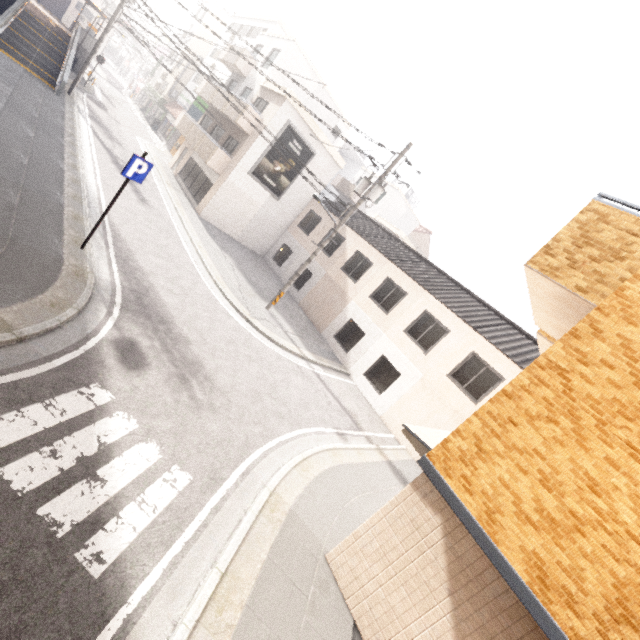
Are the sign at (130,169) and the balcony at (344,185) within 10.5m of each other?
no

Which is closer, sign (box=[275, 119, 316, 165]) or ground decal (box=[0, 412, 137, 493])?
ground decal (box=[0, 412, 137, 493])

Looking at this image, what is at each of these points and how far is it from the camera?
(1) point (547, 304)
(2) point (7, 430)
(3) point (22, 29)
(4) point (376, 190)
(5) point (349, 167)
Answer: (1) balcony, 5.4 meters
(2) ground decal, 4.1 meters
(3) ramp, 20.8 meters
(4) utility pole, 13.5 meters
(5) building, 51.1 meters

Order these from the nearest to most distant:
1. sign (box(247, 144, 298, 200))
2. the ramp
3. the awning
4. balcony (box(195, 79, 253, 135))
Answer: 1. the awning
2. the ramp
3. balcony (box(195, 79, 253, 135))
4. sign (box(247, 144, 298, 200))

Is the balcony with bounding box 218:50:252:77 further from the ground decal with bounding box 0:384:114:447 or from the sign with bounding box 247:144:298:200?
the ground decal with bounding box 0:384:114:447

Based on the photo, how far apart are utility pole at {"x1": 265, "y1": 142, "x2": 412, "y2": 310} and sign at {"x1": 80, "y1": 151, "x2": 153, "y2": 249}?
7.7m

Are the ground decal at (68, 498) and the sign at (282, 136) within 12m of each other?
no

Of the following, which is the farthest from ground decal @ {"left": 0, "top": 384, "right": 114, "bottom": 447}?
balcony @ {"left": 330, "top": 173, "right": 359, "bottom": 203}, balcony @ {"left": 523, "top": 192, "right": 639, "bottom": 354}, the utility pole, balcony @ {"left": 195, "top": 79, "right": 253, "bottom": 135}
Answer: balcony @ {"left": 330, "top": 173, "right": 359, "bottom": 203}
